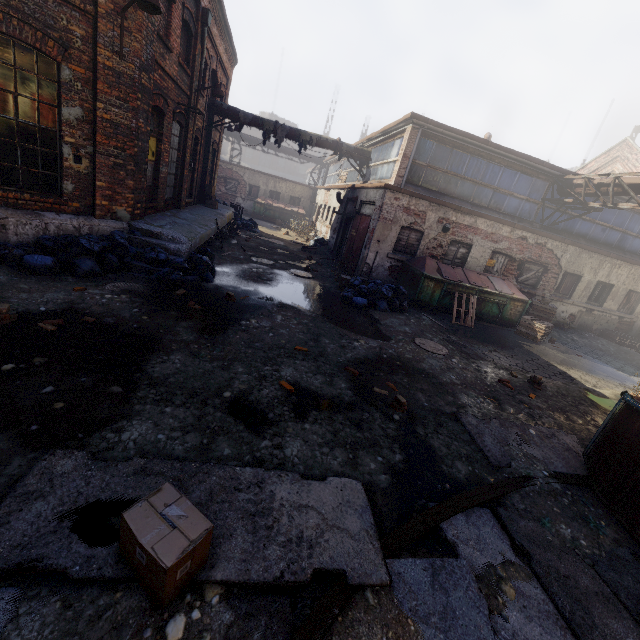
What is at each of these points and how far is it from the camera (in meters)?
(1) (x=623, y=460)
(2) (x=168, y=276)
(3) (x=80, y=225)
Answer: (1) trash container, 4.12
(2) trash bag, 7.36
(3) building, 7.15

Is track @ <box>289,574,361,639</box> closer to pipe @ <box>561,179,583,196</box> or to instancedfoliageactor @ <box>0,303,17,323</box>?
instancedfoliageactor @ <box>0,303,17,323</box>

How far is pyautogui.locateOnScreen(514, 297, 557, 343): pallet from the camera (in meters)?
11.70

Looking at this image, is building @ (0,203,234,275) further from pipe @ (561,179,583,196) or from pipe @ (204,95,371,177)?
pipe @ (561,179,583,196)

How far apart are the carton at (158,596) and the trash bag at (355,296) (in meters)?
7.91

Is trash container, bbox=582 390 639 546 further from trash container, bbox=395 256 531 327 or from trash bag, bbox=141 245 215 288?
trash bag, bbox=141 245 215 288

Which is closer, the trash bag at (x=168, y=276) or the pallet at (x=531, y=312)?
the trash bag at (x=168, y=276)

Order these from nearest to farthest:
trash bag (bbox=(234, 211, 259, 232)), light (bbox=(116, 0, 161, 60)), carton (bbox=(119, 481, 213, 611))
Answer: carton (bbox=(119, 481, 213, 611)), light (bbox=(116, 0, 161, 60)), trash bag (bbox=(234, 211, 259, 232))
